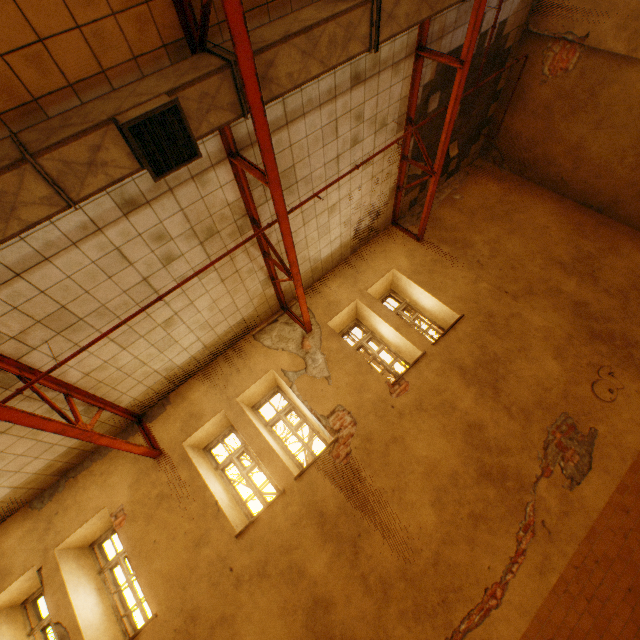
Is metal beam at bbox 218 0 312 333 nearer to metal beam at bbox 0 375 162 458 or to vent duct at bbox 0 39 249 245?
vent duct at bbox 0 39 249 245

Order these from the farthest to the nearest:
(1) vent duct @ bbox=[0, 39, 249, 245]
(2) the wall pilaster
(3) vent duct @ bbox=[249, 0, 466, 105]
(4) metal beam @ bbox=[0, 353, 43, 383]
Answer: (2) the wall pilaster < (4) metal beam @ bbox=[0, 353, 43, 383] < (3) vent duct @ bbox=[249, 0, 466, 105] < (1) vent duct @ bbox=[0, 39, 249, 245]

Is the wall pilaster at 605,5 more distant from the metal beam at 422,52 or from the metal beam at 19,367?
the metal beam at 19,367

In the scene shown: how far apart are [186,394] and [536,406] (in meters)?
7.23

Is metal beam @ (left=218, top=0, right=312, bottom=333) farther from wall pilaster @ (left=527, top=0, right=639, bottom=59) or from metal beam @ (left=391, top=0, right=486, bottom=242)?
wall pilaster @ (left=527, top=0, right=639, bottom=59)

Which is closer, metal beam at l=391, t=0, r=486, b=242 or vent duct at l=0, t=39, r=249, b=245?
vent duct at l=0, t=39, r=249, b=245

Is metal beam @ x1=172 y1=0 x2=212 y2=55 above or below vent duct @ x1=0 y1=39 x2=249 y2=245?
above

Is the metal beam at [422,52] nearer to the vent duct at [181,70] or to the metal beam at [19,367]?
the vent duct at [181,70]
